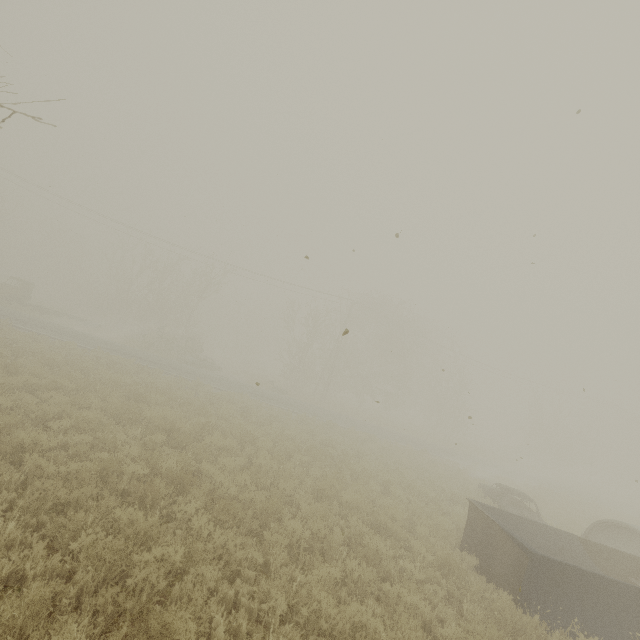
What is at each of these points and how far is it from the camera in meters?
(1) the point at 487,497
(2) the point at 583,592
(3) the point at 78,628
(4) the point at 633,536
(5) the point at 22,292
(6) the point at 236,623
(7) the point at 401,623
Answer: (1) car, 14.5
(2) truck bed, 6.7
(3) tree, 3.3
(4) concrete pipe, 12.6
(5) truck, 27.6
(6) tree, 4.3
(7) tree, 4.7

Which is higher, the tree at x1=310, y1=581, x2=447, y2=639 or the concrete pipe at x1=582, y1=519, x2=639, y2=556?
the concrete pipe at x1=582, y1=519, x2=639, y2=556

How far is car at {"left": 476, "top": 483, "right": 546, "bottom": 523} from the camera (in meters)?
13.08

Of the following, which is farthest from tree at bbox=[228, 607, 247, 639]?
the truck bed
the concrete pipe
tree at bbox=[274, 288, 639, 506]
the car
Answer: tree at bbox=[274, 288, 639, 506]

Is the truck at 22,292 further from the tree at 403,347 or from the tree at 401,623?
the tree at 401,623

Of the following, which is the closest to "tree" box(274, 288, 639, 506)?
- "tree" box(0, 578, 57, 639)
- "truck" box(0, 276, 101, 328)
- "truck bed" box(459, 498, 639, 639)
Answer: "truck bed" box(459, 498, 639, 639)

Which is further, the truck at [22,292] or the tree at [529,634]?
the truck at [22,292]

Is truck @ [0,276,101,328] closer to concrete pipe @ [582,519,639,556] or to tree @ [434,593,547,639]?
tree @ [434,593,547,639]
